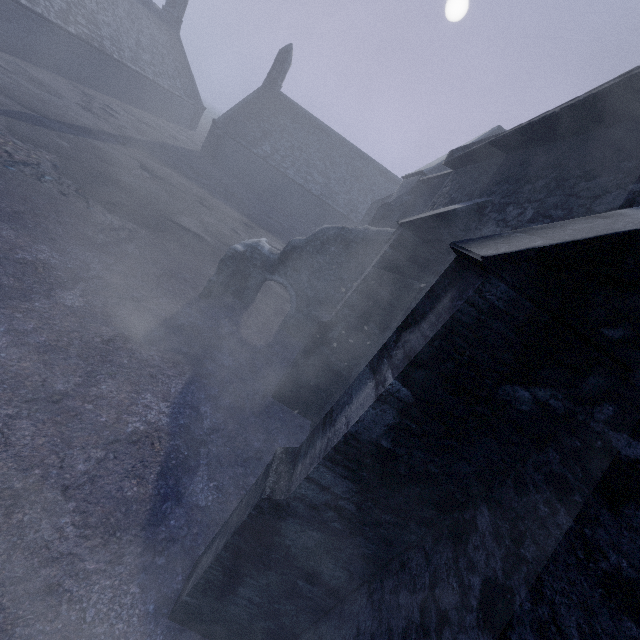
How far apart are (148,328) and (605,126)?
8.22m

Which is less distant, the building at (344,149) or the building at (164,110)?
the building at (344,149)

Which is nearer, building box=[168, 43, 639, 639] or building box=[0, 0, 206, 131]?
building box=[168, 43, 639, 639]
